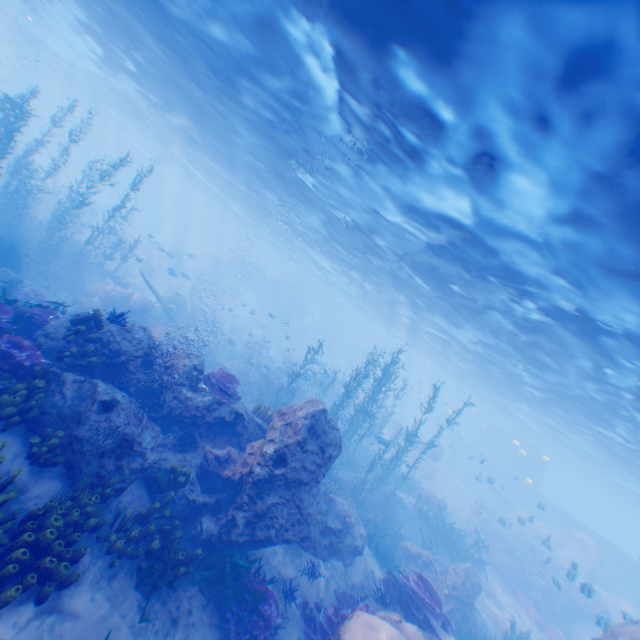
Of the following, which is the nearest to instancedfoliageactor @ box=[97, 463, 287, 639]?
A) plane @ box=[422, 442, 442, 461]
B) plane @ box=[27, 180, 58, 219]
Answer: plane @ box=[27, 180, 58, 219]

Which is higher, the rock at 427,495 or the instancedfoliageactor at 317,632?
the rock at 427,495

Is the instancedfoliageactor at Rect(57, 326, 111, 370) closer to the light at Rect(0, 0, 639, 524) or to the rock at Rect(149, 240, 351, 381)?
the rock at Rect(149, 240, 351, 381)

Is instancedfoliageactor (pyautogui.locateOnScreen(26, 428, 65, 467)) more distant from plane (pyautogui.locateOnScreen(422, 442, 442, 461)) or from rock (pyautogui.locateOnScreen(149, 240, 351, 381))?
plane (pyautogui.locateOnScreen(422, 442, 442, 461))

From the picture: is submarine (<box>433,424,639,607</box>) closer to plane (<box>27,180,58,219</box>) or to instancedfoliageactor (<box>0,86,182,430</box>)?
instancedfoliageactor (<box>0,86,182,430</box>)

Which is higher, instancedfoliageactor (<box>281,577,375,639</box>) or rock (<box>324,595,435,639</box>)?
rock (<box>324,595,435,639</box>)

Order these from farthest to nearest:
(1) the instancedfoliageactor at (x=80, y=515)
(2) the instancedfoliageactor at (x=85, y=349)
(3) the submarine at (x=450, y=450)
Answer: (3) the submarine at (x=450, y=450), (2) the instancedfoliageactor at (x=85, y=349), (1) the instancedfoliageactor at (x=80, y=515)

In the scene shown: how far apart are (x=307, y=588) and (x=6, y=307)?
10.6 meters
